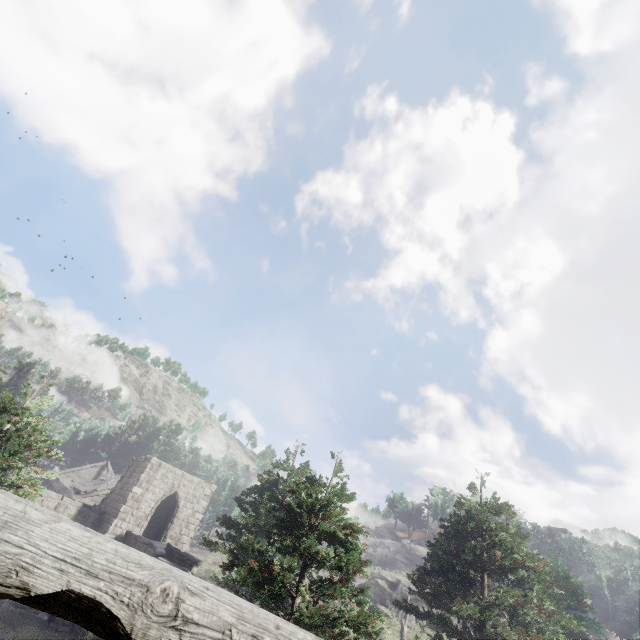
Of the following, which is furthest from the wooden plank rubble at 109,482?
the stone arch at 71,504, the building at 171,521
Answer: the building at 171,521

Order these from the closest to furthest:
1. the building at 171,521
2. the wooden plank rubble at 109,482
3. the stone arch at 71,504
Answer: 1. the building at 171,521
2. the stone arch at 71,504
3. the wooden plank rubble at 109,482

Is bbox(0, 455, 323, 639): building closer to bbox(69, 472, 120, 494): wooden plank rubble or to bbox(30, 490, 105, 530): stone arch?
bbox(30, 490, 105, 530): stone arch

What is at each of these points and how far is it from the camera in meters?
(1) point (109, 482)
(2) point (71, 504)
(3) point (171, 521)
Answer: (1) wooden plank rubble, 31.6 m
(2) stone arch, 22.2 m
(3) building, 24.0 m

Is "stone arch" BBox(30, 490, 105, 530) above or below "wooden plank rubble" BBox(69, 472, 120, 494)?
below

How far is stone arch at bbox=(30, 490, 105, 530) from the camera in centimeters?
2137cm

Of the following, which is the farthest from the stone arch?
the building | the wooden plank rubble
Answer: the wooden plank rubble
